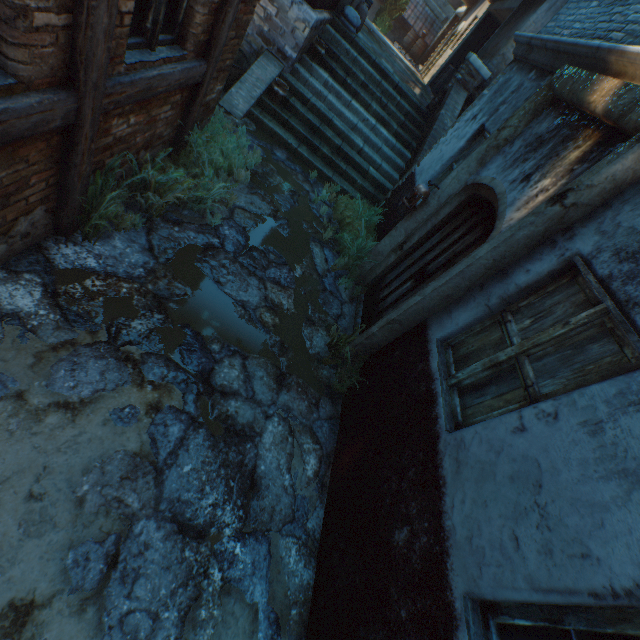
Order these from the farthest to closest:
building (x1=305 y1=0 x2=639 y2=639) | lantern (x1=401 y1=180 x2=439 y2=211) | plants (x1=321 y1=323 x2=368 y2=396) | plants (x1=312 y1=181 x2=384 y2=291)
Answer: plants (x1=312 y1=181 x2=384 y2=291) → lantern (x1=401 y1=180 x2=439 y2=211) → plants (x1=321 y1=323 x2=368 y2=396) → building (x1=305 y1=0 x2=639 y2=639)

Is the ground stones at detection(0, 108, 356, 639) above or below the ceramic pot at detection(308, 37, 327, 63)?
below

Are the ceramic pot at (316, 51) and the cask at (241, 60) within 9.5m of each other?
yes

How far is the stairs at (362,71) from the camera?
7.10m

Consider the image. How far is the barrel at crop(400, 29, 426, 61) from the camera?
19.7 meters

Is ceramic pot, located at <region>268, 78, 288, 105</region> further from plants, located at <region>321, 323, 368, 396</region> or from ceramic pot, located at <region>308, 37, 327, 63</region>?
plants, located at <region>321, 323, 368, 396</region>

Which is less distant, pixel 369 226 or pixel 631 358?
pixel 631 358

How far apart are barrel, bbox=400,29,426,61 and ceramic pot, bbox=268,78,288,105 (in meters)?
18.90
